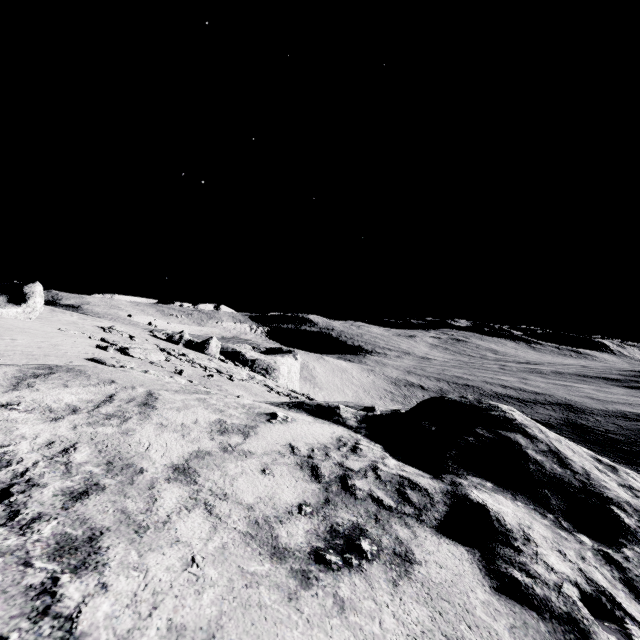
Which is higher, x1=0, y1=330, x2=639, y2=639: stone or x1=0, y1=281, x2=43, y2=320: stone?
x1=0, y1=281, x2=43, y2=320: stone

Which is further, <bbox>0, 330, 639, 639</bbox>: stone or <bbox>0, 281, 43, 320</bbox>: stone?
<bbox>0, 281, 43, 320</bbox>: stone

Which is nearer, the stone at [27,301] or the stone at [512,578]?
the stone at [512,578]

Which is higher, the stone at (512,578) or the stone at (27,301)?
the stone at (27,301)

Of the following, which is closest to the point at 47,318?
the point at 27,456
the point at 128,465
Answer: the point at 27,456
